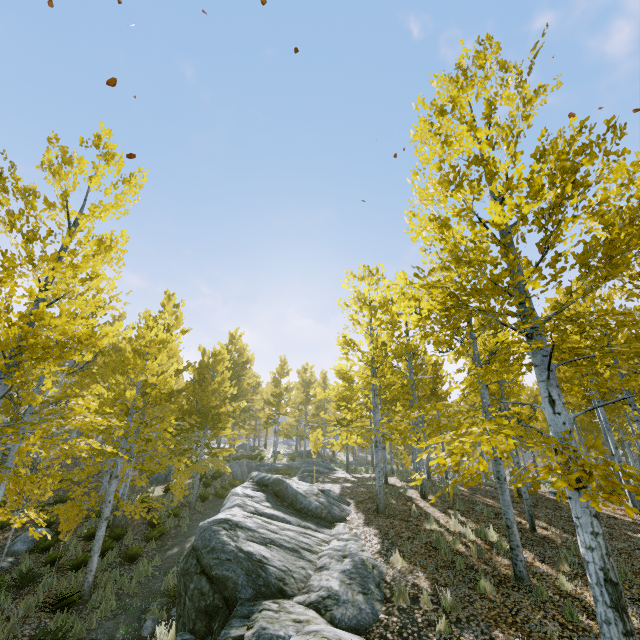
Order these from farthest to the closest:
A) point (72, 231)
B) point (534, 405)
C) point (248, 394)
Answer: point (248, 394) → point (72, 231) → point (534, 405)

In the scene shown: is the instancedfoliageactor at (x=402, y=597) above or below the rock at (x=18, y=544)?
above

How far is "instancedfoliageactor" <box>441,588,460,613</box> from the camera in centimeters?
589cm

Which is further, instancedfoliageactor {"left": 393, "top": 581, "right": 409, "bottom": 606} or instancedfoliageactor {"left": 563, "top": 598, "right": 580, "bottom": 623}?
instancedfoliageactor {"left": 393, "top": 581, "right": 409, "bottom": 606}

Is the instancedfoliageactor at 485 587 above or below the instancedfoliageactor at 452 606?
above

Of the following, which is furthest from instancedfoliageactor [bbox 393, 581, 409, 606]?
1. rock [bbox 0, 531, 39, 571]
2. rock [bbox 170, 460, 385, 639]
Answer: rock [bbox 0, 531, 39, 571]
